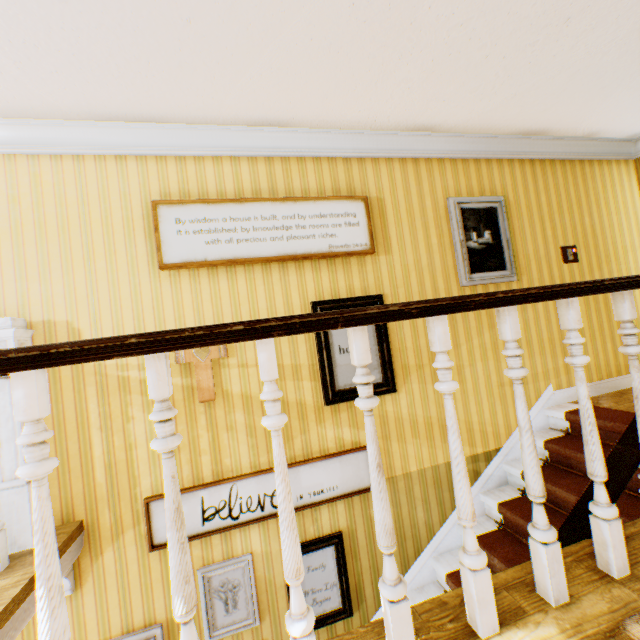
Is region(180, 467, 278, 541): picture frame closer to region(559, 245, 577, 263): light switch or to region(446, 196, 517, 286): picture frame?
region(446, 196, 517, 286): picture frame

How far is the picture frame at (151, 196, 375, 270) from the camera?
2.8m

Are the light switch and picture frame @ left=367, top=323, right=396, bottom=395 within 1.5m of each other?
no

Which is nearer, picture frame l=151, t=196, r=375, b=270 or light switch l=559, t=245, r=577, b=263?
picture frame l=151, t=196, r=375, b=270

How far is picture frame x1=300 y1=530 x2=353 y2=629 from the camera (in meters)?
2.88

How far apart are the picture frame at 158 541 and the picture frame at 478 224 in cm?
195

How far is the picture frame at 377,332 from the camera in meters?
3.2 m

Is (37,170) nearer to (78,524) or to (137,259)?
(137,259)
